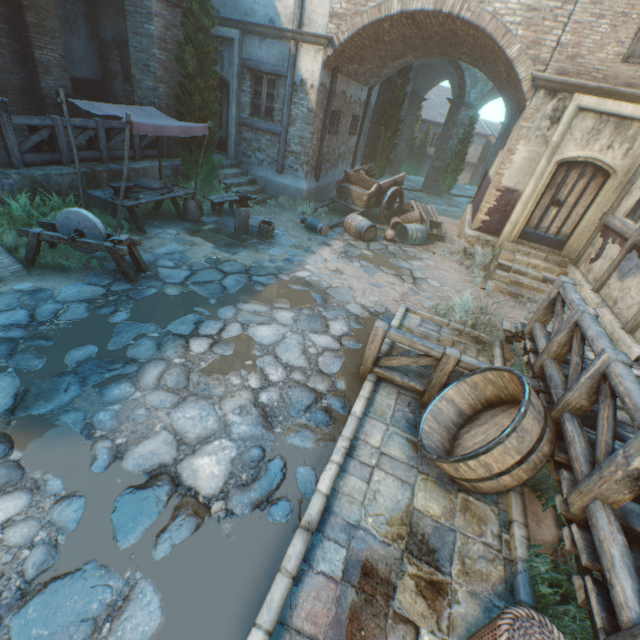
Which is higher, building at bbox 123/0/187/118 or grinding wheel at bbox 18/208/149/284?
building at bbox 123/0/187/118

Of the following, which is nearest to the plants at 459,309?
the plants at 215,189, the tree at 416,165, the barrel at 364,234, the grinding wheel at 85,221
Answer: the barrel at 364,234

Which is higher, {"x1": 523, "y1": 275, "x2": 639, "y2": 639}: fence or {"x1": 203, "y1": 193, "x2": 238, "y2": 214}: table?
{"x1": 523, "y1": 275, "x2": 639, "y2": 639}: fence

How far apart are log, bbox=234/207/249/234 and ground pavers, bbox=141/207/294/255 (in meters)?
0.05

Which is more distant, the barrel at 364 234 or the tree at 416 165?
the tree at 416 165

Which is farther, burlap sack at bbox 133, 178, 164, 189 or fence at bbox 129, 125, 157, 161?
fence at bbox 129, 125, 157, 161

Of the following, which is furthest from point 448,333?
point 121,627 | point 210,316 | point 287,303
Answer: point 121,627

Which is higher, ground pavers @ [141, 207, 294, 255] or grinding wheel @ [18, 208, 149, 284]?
grinding wheel @ [18, 208, 149, 284]
